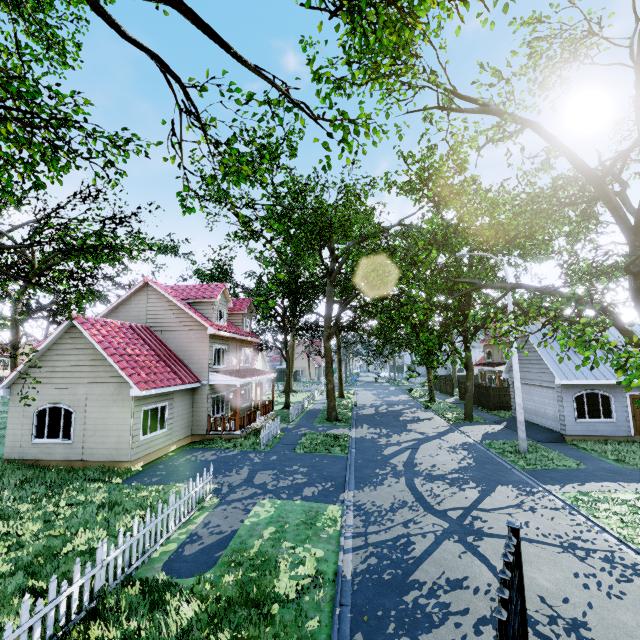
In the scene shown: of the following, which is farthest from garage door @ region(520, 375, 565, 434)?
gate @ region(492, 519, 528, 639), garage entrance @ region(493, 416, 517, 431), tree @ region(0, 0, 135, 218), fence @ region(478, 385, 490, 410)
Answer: gate @ region(492, 519, 528, 639)

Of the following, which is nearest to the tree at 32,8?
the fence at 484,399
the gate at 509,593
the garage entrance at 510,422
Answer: the fence at 484,399

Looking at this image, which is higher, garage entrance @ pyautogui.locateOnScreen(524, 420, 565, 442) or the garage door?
the garage door

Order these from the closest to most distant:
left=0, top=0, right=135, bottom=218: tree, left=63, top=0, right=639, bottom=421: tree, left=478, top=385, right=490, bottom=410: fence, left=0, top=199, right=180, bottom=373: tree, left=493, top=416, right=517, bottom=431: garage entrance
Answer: left=63, top=0, right=639, bottom=421: tree < left=0, top=0, right=135, bottom=218: tree < left=0, top=199, right=180, bottom=373: tree < left=493, top=416, right=517, bottom=431: garage entrance < left=478, top=385, right=490, bottom=410: fence

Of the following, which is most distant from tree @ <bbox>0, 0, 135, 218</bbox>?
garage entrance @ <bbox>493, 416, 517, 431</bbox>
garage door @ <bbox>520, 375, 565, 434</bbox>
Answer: garage door @ <bbox>520, 375, 565, 434</bbox>

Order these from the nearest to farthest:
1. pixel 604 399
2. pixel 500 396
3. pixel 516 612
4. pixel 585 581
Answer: pixel 516 612, pixel 585 581, pixel 604 399, pixel 500 396

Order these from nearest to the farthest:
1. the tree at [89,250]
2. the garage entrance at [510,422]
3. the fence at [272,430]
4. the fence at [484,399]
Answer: the tree at [89,250], the fence at [272,430], the garage entrance at [510,422], the fence at [484,399]

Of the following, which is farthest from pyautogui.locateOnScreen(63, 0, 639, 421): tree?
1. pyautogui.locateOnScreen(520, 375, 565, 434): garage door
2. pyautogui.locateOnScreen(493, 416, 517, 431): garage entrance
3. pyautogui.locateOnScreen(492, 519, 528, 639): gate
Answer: pyautogui.locateOnScreen(492, 519, 528, 639): gate
